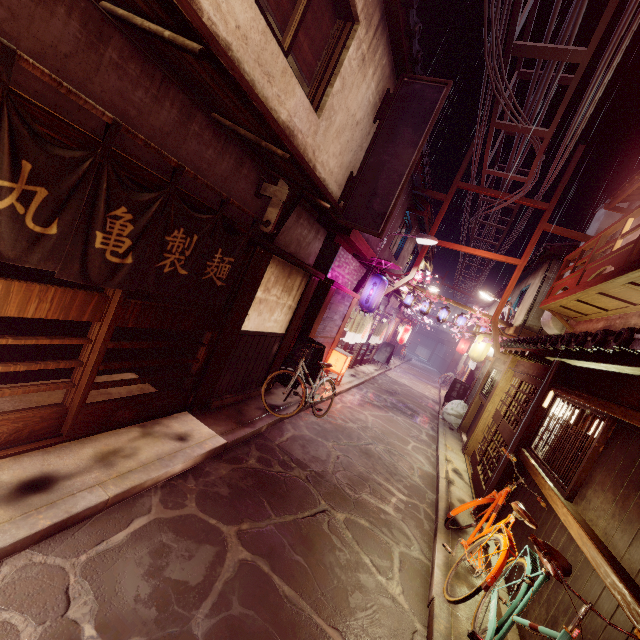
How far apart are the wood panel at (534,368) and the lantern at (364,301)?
7.23m

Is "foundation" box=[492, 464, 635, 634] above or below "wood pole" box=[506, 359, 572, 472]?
below

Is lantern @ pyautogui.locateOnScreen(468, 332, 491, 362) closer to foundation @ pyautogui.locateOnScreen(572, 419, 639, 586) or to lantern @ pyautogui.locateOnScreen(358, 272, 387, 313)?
lantern @ pyautogui.locateOnScreen(358, 272, 387, 313)

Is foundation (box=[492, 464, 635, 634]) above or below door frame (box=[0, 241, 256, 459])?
above

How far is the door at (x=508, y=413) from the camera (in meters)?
11.78

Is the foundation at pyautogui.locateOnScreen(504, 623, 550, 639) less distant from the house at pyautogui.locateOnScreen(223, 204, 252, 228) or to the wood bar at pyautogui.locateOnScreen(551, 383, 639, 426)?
the wood bar at pyautogui.locateOnScreen(551, 383, 639, 426)

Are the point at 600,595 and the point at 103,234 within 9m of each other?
no

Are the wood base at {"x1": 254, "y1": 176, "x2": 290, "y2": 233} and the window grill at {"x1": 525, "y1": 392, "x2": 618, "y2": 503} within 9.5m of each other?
yes
